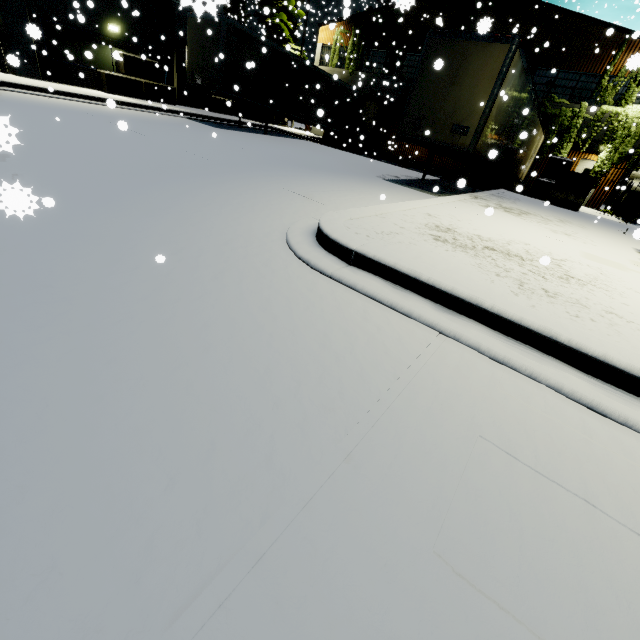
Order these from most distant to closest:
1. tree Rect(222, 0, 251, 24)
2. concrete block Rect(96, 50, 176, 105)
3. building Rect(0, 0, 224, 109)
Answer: tree Rect(222, 0, 251, 24) → concrete block Rect(96, 50, 176, 105) → building Rect(0, 0, 224, 109)

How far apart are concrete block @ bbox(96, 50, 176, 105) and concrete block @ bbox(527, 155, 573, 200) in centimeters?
922cm

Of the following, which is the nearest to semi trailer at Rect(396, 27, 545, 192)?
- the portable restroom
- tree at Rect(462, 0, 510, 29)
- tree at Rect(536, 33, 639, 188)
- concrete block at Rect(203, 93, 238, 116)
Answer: tree at Rect(536, 33, 639, 188)

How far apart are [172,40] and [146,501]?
26.1 meters

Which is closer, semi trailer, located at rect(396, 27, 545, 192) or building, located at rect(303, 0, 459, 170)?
semi trailer, located at rect(396, 27, 545, 192)

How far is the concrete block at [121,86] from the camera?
16.7m

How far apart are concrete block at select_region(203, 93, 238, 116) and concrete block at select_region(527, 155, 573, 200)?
18.73m

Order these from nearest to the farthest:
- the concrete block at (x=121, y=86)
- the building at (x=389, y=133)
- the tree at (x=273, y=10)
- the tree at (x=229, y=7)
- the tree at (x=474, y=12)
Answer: the concrete block at (x=121, y=86) → the tree at (x=474, y=12) → the building at (x=389, y=133) → the tree at (x=273, y=10) → the tree at (x=229, y=7)
